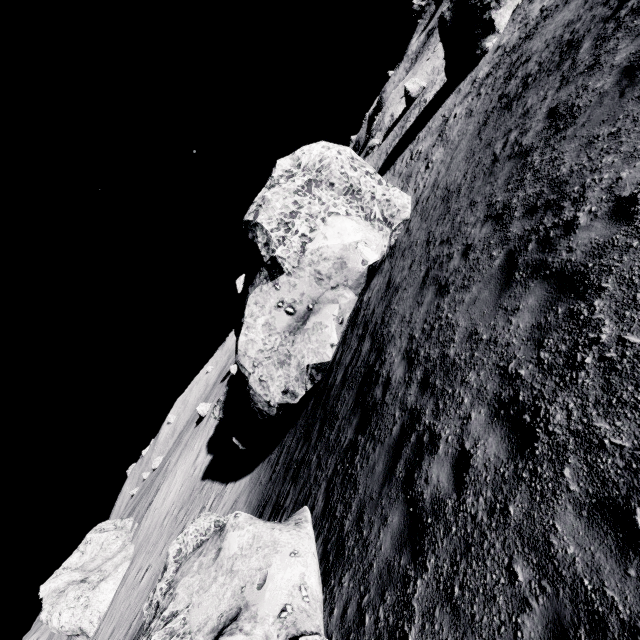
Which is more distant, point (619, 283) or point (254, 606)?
point (254, 606)

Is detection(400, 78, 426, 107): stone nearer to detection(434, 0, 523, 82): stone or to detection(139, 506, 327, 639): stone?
detection(434, 0, 523, 82): stone

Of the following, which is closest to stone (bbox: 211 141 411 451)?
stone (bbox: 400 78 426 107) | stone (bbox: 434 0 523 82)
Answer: stone (bbox: 434 0 523 82)

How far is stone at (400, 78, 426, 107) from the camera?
36.0 meters

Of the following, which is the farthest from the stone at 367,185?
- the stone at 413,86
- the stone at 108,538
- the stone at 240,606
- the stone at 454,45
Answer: the stone at 108,538

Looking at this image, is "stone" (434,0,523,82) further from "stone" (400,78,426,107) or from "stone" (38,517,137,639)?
"stone" (38,517,137,639)

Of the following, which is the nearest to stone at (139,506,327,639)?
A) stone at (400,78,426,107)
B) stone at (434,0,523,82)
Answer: stone at (434,0,523,82)
